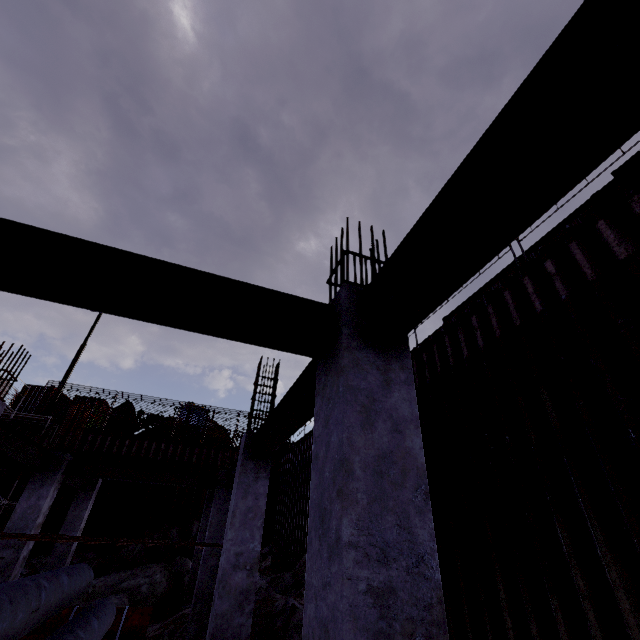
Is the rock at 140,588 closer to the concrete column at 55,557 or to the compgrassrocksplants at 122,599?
the compgrassrocksplants at 122,599

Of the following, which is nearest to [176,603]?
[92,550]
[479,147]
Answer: [92,550]

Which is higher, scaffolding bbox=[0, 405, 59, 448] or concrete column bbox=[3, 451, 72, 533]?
scaffolding bbox=[0, 405, 59, 448]

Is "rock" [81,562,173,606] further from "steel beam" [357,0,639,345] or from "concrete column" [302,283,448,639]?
"steel beam" [357,0,639,345]

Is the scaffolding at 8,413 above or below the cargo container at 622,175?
below

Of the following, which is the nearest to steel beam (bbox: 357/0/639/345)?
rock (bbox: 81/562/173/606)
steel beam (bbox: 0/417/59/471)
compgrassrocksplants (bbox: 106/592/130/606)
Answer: steel beam (bbox: 0/417/59/471)

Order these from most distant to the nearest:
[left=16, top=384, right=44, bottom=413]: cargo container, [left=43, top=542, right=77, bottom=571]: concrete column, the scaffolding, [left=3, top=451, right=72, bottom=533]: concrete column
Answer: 1. [left=16, top=384, right=44, bottom=413]: cargo container
2. the scaffolding
3. [left=43, top=542, right=77, bottom=571]: concrete column
4. [left=3, top=451, right=72, bottom=533]: concrete column

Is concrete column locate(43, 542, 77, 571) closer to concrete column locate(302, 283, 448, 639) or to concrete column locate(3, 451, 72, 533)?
concrete column locate(3, 451, 72, 533)
